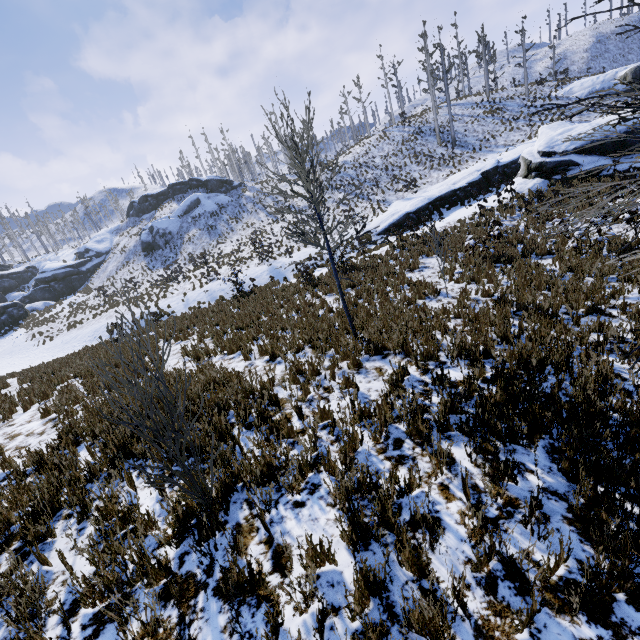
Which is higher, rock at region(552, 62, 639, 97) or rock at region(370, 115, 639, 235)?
rock at region(552, 62, 639, 97)

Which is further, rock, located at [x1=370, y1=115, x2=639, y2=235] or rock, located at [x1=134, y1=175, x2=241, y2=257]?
rock, located at [x1=134, y1=175, x2=241, y2=257]

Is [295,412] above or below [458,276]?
above

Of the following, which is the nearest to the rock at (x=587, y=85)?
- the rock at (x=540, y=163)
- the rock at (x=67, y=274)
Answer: the rock at (x=540, y=163)

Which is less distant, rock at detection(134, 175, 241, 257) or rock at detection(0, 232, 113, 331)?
rock at detection(0, 232, 113, 331)

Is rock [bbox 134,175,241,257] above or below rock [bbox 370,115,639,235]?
above

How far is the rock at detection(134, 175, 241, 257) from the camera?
43.94m

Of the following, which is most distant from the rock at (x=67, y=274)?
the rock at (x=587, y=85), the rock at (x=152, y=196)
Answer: Answer: the rock at (x=587, y=85)
